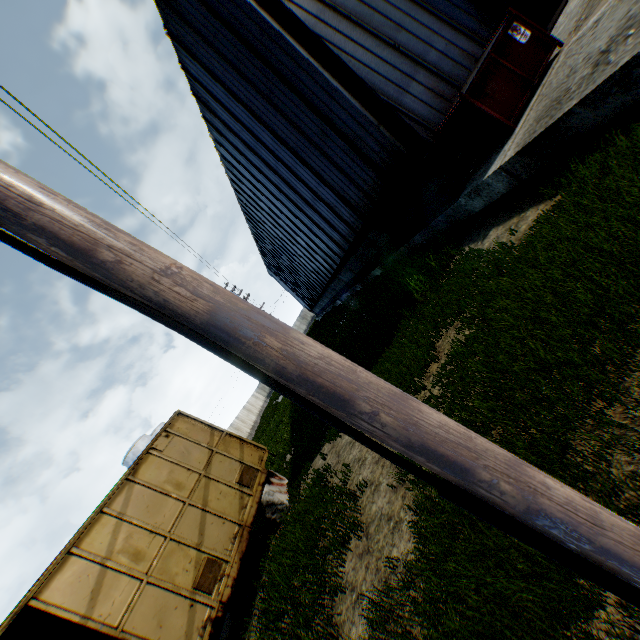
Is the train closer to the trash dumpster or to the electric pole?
the electric pole

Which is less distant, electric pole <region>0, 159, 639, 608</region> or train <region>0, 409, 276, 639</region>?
electric pole <region>0, 159, 639, 608</region>

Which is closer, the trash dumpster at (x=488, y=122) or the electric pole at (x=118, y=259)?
the electric pole at (x=118, y=259)

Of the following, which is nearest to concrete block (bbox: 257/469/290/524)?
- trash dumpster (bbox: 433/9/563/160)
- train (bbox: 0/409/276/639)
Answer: train (bbox: 0/409/276/639)

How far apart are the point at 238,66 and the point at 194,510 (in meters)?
12.46

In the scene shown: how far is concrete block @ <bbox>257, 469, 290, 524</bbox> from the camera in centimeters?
888cm

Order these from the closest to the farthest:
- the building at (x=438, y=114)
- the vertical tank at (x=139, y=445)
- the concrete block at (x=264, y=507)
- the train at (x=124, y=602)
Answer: the train at (x=124, y=602) → the building at (x=438, y=114) → the concrete block at (x=264, y=507) → the vertical tank at (x=139, y=445)

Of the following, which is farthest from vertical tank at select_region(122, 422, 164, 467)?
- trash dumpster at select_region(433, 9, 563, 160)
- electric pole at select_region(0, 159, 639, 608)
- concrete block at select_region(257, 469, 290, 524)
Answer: electric pole at select_region(0, 159, 639, 608)
